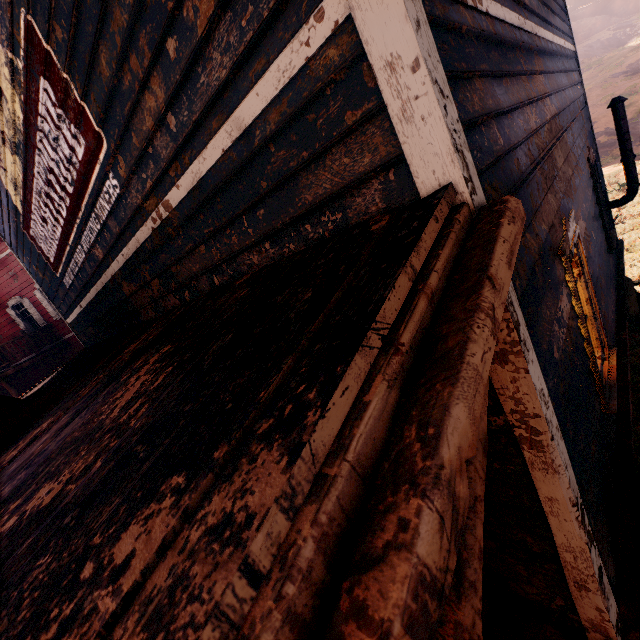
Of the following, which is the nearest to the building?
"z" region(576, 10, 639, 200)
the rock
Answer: "z" region(576, 10, 639, 200)

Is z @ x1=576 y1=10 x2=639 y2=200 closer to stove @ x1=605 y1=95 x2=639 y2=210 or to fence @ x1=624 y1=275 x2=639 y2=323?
fence @ x1=624 y1=275 x2=639 y2=323

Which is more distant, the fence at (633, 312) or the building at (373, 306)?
the fence at (633, 312)

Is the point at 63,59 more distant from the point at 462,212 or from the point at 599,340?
the point at 599,340

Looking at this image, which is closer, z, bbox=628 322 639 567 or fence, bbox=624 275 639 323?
z, bbox=628 322 639 567

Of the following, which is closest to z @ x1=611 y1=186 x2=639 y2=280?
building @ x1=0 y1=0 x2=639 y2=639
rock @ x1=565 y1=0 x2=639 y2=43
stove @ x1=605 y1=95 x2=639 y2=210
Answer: building @ x1=0 y1=0 x2=639 y2=639

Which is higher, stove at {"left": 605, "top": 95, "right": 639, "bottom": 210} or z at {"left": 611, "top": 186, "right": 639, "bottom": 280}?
stove at {"left": 605, "top": 95, "right": 639, "bottom": 210}

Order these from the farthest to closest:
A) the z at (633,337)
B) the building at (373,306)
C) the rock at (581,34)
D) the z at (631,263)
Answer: the rock at (581,34) → the z at (631,263) → the z at (633,337) → the building at (373,306)
